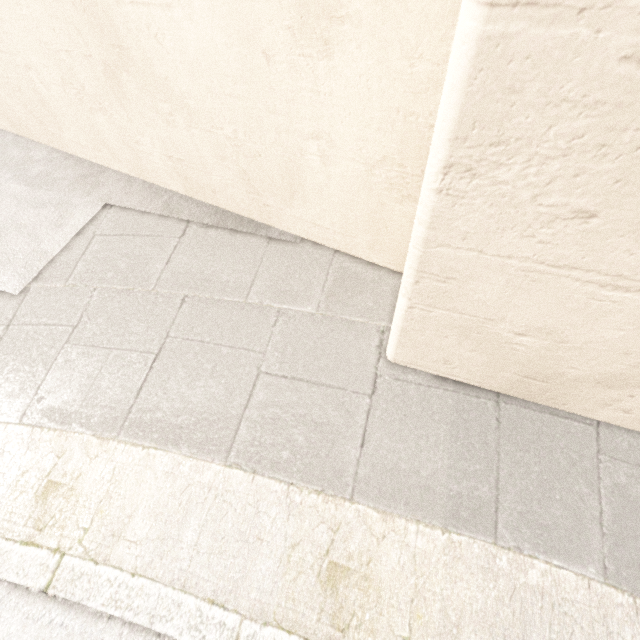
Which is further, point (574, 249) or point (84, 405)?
point (84, 405)
